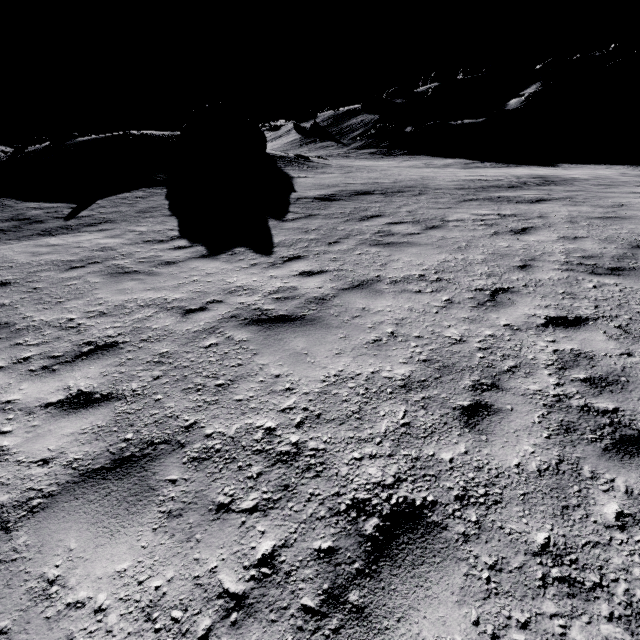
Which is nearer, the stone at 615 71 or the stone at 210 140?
the stone at 210 140

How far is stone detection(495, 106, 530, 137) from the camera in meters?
45.0

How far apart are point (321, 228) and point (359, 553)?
8.3 meters

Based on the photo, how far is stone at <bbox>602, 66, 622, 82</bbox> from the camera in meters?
58.5 m

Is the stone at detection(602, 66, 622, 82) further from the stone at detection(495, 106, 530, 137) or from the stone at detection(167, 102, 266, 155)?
the stone at detection(167, 102, 266, 155)

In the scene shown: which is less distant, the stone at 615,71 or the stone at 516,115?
the stone at 516,115

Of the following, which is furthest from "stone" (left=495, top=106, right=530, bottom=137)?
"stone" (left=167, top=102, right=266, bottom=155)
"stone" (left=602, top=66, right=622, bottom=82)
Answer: "stone" (left=167, top=102, right=266, bottom=155)

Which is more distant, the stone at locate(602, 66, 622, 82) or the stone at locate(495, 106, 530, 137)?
the stone at locate(602, 66, 622, 82)
